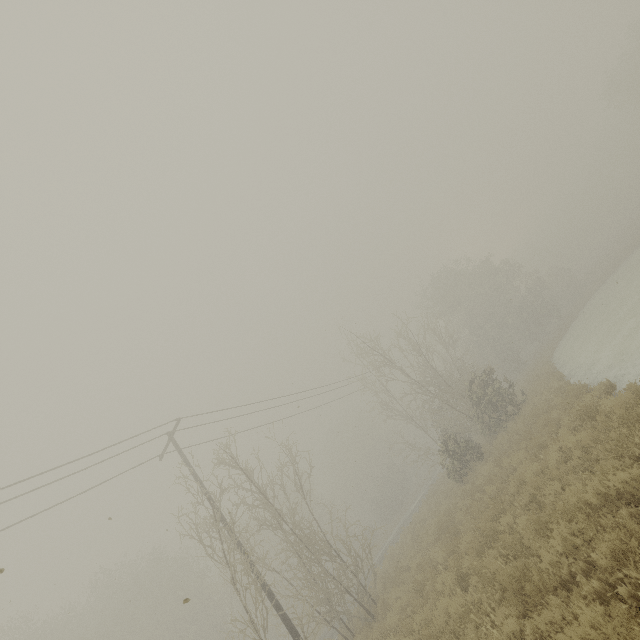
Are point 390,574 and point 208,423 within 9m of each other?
no
